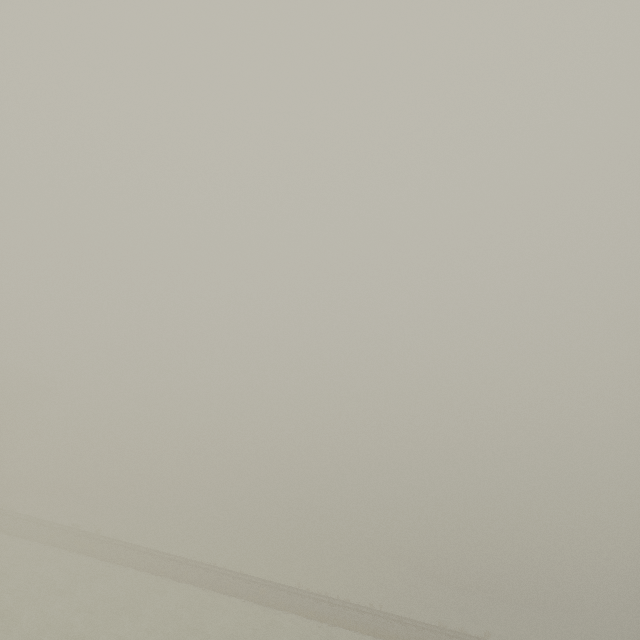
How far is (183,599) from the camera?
27.97m
